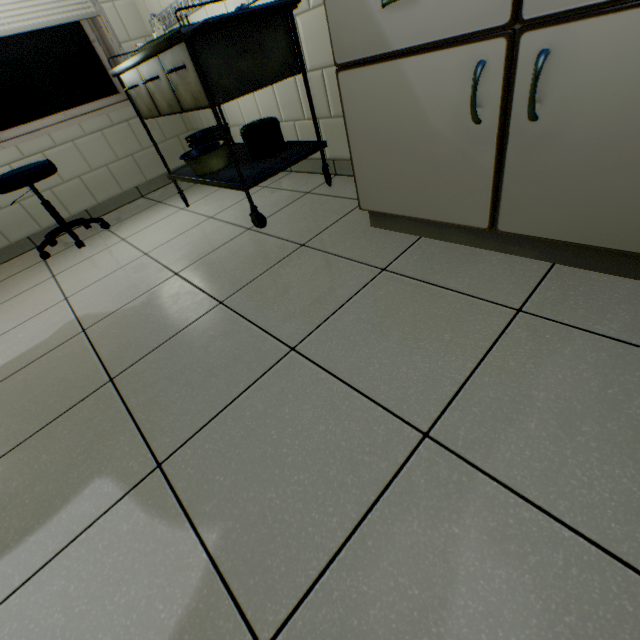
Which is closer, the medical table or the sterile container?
the medical table

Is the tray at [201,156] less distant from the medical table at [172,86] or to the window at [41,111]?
the medical table at [172,86]

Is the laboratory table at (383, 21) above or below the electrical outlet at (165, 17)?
below

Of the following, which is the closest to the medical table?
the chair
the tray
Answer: the tray

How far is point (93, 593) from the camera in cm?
68

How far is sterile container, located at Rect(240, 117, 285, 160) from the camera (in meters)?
1.89

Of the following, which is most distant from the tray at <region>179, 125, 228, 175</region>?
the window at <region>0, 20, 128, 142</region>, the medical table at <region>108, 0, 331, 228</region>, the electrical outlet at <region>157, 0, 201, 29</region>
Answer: the window at <region>0, 20, 128, 142</region>

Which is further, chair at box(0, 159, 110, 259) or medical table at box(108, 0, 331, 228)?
chair at box(0, 159, 110, 259)
